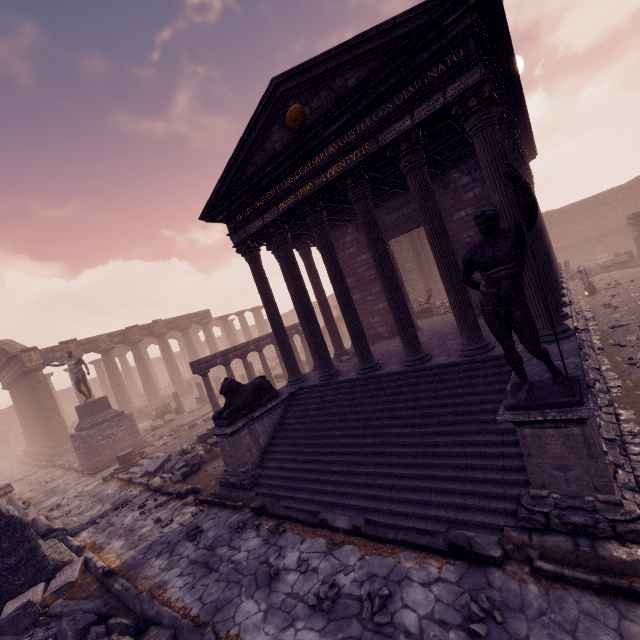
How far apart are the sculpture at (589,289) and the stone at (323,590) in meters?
16.5 m

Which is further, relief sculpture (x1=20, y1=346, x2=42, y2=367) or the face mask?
relief sculpture (x1=20, y1=346, x2=42, y2=367)

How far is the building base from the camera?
21.16m

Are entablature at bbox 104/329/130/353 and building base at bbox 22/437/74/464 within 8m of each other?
yes

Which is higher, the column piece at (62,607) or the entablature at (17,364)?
the entablature at (17,364)

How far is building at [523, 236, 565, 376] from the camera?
5.47m

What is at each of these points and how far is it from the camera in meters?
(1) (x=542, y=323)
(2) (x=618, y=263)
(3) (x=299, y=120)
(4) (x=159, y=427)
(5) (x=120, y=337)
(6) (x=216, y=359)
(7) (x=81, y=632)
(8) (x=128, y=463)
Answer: (1) building, 6.2
(2) building debris, 18.4
(3) relief sculpture, 7.8
(4) building debris, 18.6
(5) entablature, 25.9
(6) entablature, 13.9
(7) debris pile, 4.7
(8) column base, 13.4

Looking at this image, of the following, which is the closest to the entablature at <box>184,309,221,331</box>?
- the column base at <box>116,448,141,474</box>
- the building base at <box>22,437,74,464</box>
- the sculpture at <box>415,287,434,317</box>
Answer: the building base at <box>22,437,74,464</box>
